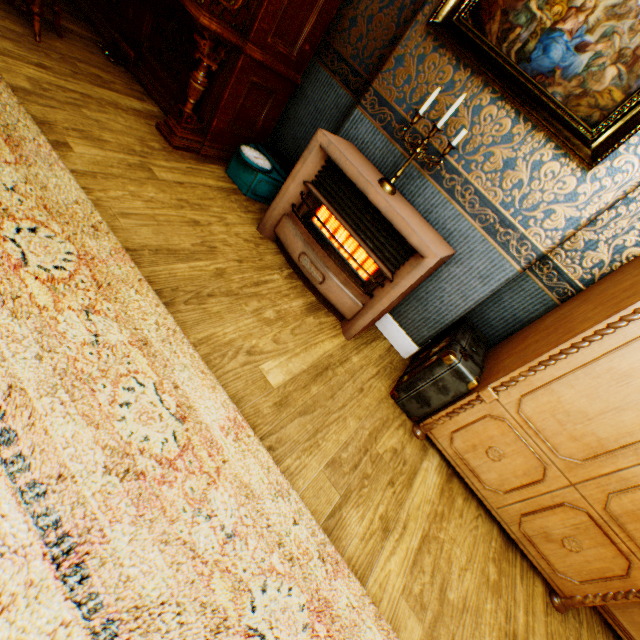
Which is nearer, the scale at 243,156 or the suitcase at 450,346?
the suitcase at 450,346

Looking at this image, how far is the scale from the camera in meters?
2.8 m

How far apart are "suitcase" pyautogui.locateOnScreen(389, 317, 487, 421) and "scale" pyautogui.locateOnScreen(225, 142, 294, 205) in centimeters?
193cm

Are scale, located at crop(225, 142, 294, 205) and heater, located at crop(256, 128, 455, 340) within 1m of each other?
yes

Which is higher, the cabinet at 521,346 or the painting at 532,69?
the painting at 532,69

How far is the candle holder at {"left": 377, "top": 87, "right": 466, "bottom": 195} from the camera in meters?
1.9

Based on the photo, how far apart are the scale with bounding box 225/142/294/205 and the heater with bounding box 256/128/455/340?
0.29m

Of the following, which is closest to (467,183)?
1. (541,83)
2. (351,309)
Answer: (541,83)
